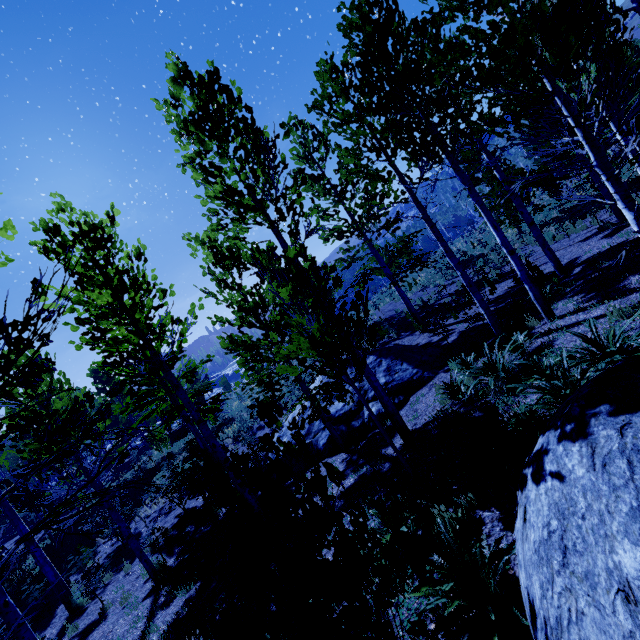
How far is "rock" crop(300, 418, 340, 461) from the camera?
10.1 meters

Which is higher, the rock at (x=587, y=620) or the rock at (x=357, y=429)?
the rock at (x=587, y=620)

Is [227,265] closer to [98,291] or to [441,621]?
[98,291]

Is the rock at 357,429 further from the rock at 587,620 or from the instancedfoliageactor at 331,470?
the rock at 587,620

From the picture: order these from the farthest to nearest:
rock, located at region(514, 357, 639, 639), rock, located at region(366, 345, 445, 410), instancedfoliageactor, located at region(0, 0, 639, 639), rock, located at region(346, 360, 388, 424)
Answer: rock, located at region(366, 345, 445, 410), rock, located at region(346, 360, 388, 424), instancedfoliageactor, located at region(0, 0, 639, 639), rock, located at region(514, 357, 639, 639)

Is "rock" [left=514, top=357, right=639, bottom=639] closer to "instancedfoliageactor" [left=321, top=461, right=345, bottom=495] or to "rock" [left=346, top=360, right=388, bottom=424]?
"instancedfoliageactor" [left=321, top=461, right=345, bottom=495]

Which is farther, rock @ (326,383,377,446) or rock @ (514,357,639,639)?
rock @ (326,383,377,446)
